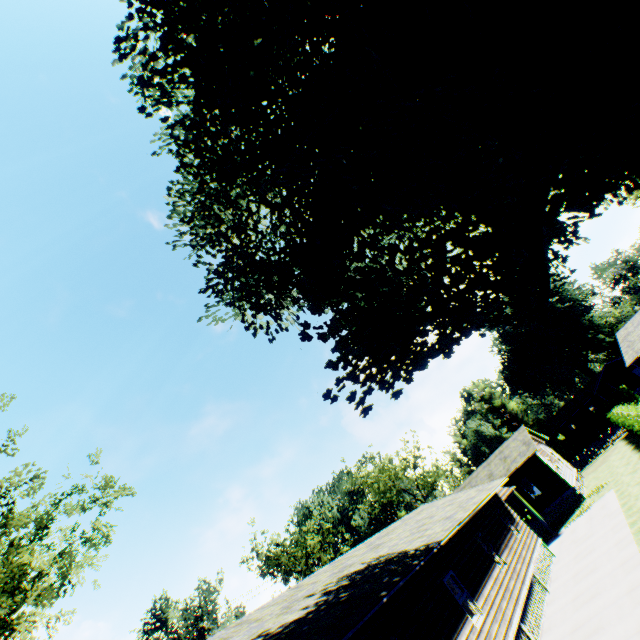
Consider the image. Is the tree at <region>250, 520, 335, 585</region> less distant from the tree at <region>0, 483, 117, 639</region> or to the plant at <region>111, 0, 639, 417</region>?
the tree at <region>0, 483, 117, 639</region>

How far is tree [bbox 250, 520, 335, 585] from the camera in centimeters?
4984cm

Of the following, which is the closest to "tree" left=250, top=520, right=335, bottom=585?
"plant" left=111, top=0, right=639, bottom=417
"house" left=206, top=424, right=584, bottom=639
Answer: "house" left=206, top=424, right=584, bottom=639

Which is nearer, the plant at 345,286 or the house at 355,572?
the plant at 345,286

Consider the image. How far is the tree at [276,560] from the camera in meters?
49.8

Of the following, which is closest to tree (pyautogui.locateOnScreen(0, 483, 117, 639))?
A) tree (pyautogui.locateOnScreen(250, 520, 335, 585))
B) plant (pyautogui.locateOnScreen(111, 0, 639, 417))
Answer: plant (pyautogui.locateOnScreen(111, 0, 639, 417))

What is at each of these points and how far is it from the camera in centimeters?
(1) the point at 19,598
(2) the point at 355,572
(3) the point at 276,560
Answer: (1) tree, 1251cm
(2) house, 1185cm
(3) tree, 5912cm

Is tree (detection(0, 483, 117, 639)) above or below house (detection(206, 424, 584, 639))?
above
